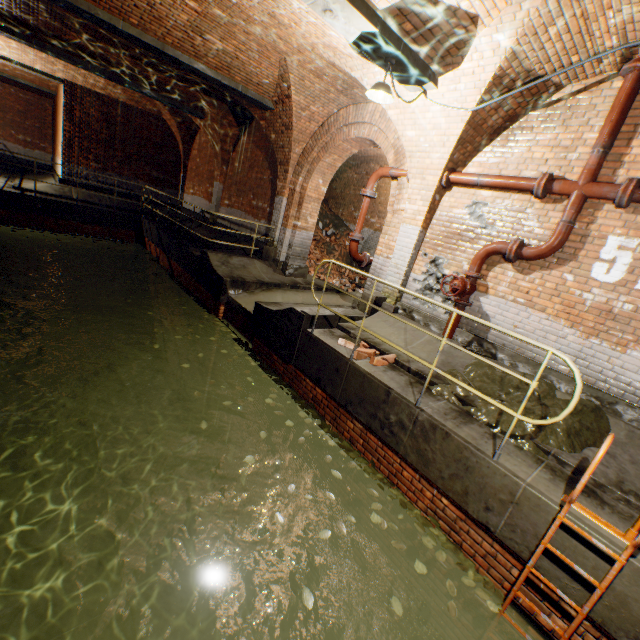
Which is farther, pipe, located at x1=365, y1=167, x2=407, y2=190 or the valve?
pipe, located at x1=365, y1=167, x2=407, y2=190

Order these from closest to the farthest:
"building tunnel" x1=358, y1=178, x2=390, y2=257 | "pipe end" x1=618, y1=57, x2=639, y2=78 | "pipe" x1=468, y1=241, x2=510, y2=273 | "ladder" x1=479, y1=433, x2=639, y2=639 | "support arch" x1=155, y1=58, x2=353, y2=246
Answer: "ladder" x1=479, y1=433, x2=639, y2=639, "pipe end" x1=618, y1=57, x2=639, y2=78, "pipe" x1=468, y1=241, x2=510, y2=273, "support arch" x1=155, y1=58, x2=353, y2=246, "building tunnel" x1=358, y1=178, x2=390, y2=257

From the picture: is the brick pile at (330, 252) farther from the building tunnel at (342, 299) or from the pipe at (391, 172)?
the pipe at (391, 172)

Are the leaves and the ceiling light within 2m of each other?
no

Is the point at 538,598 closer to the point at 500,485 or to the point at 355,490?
the point at 500,485

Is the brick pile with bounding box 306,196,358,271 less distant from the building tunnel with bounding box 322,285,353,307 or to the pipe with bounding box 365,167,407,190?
the building tunnel with bounding box 322,285,353,307

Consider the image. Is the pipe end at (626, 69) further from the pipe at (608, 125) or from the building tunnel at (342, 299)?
the building tunnel at (342, 299)

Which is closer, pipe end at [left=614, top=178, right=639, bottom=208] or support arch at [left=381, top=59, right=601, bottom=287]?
pipe end at [left=614, top=178, right=639, bottom=208]
